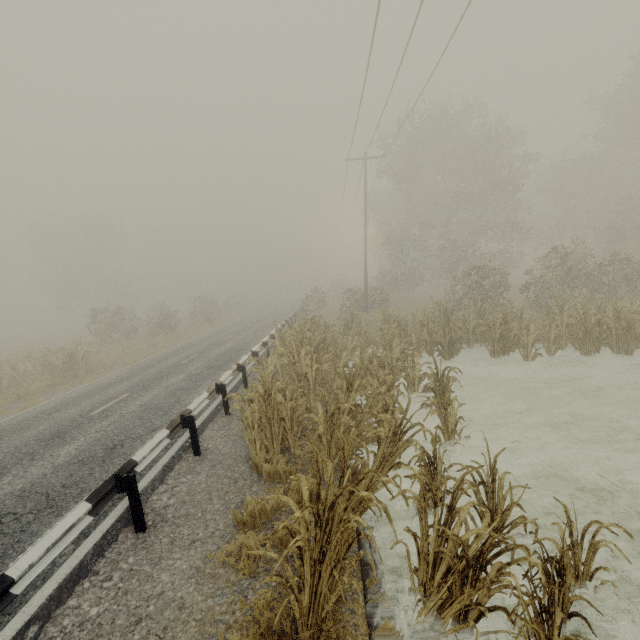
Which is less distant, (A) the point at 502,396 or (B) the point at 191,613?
(B) the point at 191,613

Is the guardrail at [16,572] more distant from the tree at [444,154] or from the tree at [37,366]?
the tree at [37,366]

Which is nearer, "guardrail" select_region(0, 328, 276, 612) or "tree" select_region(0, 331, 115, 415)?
"guardrail" select_region(0, 328, 276, 612)

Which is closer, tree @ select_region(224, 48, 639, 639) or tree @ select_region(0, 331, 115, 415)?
tree @ select_region(224, 48, 639, 639)

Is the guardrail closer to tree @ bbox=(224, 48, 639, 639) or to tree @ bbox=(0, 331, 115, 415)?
tree @ bbox=(224, 48, 639, 639)

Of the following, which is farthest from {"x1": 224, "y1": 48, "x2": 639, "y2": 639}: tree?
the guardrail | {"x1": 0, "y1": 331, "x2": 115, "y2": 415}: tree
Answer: the guardrail
